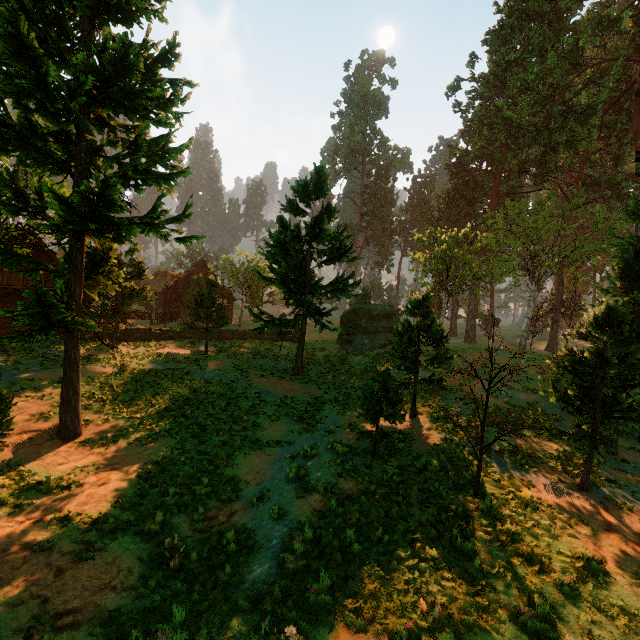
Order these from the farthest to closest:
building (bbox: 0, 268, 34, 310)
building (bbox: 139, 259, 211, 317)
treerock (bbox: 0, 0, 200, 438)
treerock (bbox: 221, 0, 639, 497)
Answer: building (bbox: 139, 259, 211, 317), building (bbox: 0, 268, 34, 310), treerock (bbox: 221, 0, 639, 497), treerock (bbox: 0, 0, 200, 438)

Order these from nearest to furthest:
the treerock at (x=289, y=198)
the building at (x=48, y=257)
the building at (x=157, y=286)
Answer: the treerock at (x=289, y=198), the building at (x=48, y=257), the building at (x=157, y=286)

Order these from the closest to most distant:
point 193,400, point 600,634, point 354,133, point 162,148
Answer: point 600,634, point 162,148, point 193,400, point 354,133

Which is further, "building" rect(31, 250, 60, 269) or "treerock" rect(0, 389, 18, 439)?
"building" rect(31, 250, 60, 269)

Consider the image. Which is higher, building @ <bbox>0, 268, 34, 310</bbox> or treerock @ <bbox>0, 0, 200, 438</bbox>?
treerock @ <bbox>0, 0, 200, 438</bbox>

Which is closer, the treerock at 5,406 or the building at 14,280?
the treerock at 5,406
